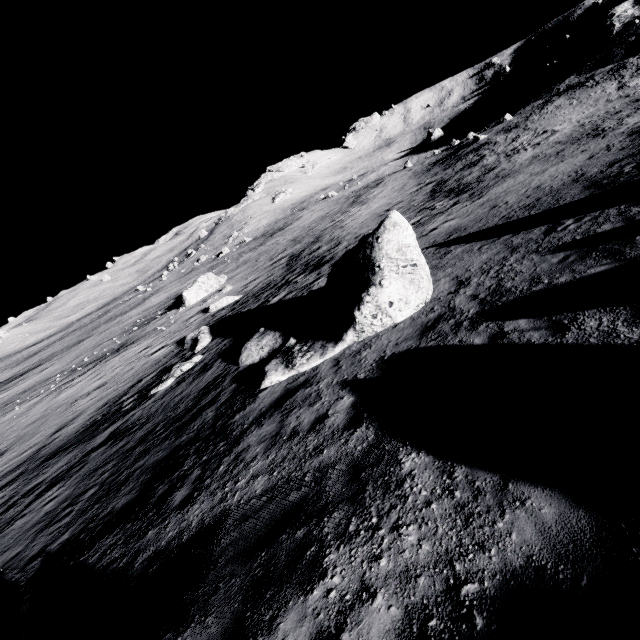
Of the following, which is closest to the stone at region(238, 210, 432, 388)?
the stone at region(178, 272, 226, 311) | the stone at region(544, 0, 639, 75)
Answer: the stone at region(178, 272, 226, 311)

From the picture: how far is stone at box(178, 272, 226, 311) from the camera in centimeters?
3562cm

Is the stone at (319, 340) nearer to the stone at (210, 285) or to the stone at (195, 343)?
the stone at (195, 343)

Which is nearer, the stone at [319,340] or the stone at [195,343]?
the stone at [319,340]

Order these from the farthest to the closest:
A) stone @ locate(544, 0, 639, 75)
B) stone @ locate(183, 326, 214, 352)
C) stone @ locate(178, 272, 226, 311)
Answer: stone @ locate(544, 0, 639, 75) → stone @ locate(178, 272, 226, 311) → stone @ locate(183, 326, 214, 352)

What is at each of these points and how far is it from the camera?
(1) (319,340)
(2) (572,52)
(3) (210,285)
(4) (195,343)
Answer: (1) stone, 10.8m
(2) stone, 57.6m
(3) stone, 37.8m
(4) stone, 20.3m

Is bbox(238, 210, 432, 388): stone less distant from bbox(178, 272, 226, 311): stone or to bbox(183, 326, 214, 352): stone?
bbox(183, 326, 214, 352): stone
